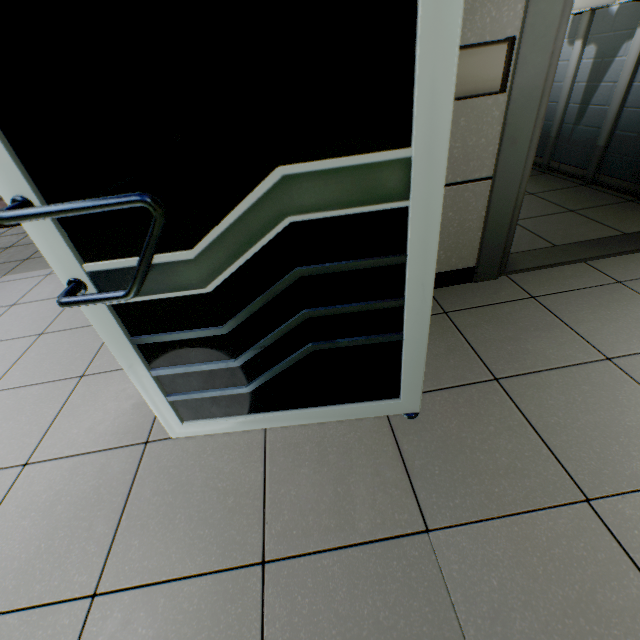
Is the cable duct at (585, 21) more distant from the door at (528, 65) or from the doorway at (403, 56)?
the doorway at (403, 56)

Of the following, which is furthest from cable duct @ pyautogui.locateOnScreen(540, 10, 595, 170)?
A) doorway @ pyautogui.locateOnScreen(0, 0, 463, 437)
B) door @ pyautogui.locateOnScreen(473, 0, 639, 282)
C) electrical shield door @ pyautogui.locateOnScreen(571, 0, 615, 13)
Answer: doorway @ pyautogui.locateOnScreen(0, 0, 463, 437)

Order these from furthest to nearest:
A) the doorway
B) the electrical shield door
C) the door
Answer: the electrical shield door
the door
the doorway

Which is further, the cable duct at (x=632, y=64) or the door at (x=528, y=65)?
the cable duct at (x=632, y=64)

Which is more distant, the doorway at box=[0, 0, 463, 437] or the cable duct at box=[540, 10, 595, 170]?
the cable duct at box=[540, 10, 595, 170]

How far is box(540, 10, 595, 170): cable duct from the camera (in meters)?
2.80

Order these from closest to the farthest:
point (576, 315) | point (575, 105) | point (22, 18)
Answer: point (22, 18) < point (576, 315) < point (575, 105)

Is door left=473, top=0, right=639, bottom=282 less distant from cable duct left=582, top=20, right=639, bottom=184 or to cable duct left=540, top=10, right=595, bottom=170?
cable duct left=582, top=20, right=639, bottom=184
